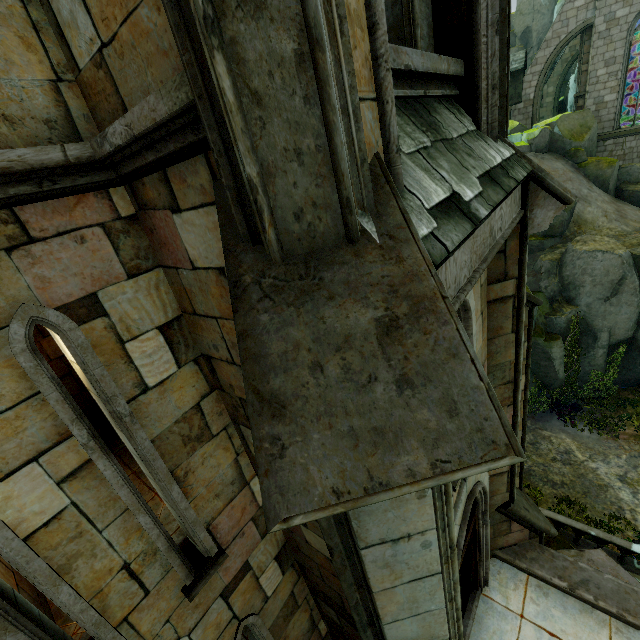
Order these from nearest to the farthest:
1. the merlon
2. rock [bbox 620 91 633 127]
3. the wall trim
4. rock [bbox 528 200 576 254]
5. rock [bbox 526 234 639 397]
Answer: the wall trim, rock [bbox 526 234 639 397], rock [bbox 528 200 576 254], the merlon, rock [bbox 620 91 633 127]

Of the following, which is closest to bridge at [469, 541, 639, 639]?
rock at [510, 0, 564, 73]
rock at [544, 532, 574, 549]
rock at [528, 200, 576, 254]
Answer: rock at [544, 532, 574, 549]

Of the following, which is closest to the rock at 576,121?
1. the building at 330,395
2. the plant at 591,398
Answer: the building at 330,395

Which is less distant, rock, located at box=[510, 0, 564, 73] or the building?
the building

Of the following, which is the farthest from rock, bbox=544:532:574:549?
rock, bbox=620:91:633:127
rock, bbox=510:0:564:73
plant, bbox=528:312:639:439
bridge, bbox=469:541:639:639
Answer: rock, bbox=620:91:633:127

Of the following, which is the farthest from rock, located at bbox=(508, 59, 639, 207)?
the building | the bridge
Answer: the bridge

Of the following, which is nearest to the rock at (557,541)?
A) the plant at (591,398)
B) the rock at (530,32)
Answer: the plant at (591,398)

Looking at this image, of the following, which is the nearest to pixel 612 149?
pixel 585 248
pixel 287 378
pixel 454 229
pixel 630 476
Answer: pixel 585 248
